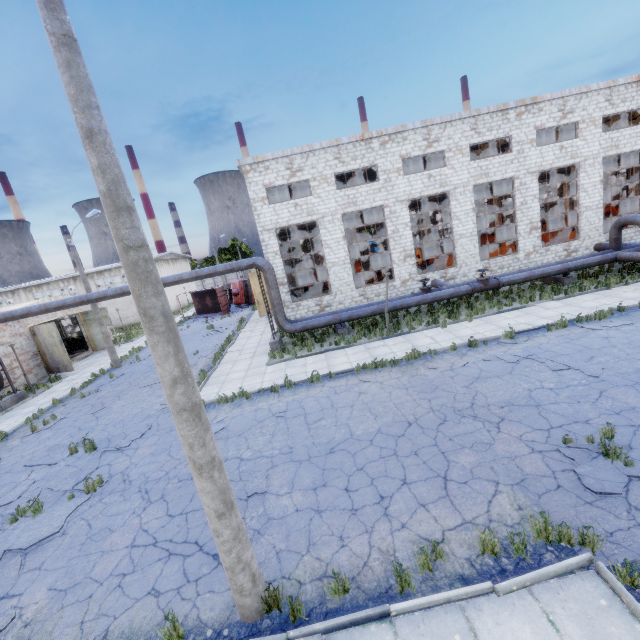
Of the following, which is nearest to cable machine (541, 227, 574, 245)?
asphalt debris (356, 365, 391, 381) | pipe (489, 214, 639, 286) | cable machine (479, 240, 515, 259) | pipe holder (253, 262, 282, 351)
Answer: cable machine (479, 240, 515, 259)

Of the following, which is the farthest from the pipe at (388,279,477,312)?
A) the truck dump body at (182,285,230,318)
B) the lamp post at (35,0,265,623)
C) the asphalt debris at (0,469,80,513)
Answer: the truck dump body at (182,285,230,318)

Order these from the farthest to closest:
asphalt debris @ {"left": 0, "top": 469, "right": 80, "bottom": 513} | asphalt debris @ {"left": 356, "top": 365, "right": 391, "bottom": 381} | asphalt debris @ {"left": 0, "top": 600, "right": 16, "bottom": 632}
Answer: asphalt debris @ {"left": 356, "top": 365, "right": 391, "bottom": 381}
asphalt debris @ {"left": 0, "top": 469, "right": 80, "bottom": 513}
asphalt debris @ {"left": 0, "top": 600, "right": 16, "bottom": 632}

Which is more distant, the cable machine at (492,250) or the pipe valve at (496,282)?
the cable machine at (492,250)

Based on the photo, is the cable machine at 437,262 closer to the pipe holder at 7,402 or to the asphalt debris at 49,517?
the asphalt debris at 49,517

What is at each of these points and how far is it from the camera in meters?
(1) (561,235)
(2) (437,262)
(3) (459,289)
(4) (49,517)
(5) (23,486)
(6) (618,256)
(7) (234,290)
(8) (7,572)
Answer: (1) cable machine, 25.5
(2) cable machine, 25.1
(3) pipe, 18.3
(4) asphalt debris, 8.3
(5) asphalt debris, 10.0
(6) pipe, 18.3
(7) truck, 37.8
(8) asphalt debris, 6.8

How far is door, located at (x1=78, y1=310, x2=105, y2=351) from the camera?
29.2 meters

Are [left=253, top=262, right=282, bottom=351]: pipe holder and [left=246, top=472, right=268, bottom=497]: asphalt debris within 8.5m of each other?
no
